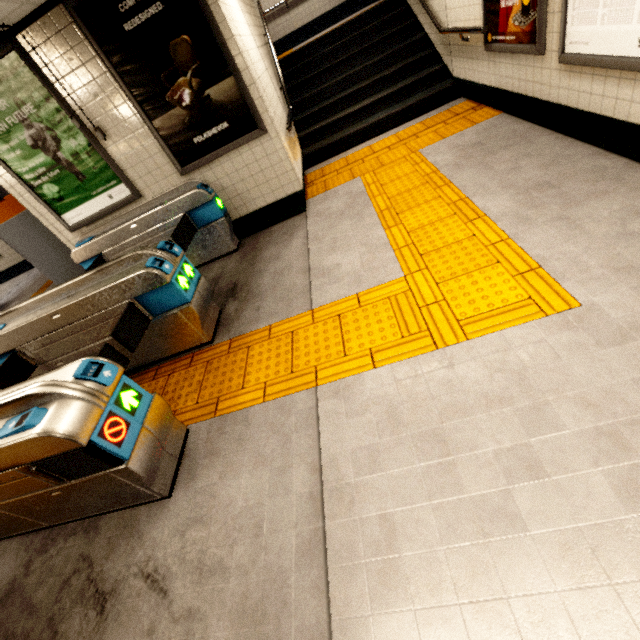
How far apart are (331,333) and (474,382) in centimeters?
118cm

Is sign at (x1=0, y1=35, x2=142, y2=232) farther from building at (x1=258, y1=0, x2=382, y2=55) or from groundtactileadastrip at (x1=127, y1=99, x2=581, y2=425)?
building at (x1=258, y1=0, x2=382, y2=55)

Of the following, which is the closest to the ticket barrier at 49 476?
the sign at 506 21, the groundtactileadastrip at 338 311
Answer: the groundtactileadastrip at 338 311

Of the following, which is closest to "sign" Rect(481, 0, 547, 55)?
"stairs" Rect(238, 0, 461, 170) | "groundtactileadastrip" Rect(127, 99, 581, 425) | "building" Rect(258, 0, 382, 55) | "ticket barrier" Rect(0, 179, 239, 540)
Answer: "groundtactileadastrip" Rect(127, 99, 581, 425)

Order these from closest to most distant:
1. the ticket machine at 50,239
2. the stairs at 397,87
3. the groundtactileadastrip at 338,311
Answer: the groundtactileadastrip at 338,311 < the ticket machine at 50,239 < the stairs at 397,87

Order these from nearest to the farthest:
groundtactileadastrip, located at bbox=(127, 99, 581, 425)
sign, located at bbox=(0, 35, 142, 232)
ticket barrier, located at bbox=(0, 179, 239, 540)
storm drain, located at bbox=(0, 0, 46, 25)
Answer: ticket barrier, located at bbox=(0, 179, 239, 540), groundtactileadastrip, located at bbox=(127, 99, 581, 425), storm drain, located at bbox=(0, 0, 46, 25), sign, located at bbox=(0, 35, 142, 232)

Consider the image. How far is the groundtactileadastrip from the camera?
2.3m

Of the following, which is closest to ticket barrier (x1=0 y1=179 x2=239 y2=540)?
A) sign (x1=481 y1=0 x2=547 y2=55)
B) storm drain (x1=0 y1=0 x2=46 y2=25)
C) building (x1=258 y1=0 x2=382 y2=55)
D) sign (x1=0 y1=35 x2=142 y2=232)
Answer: sign (x1=0 y1=35 x2=142 y2=232)
